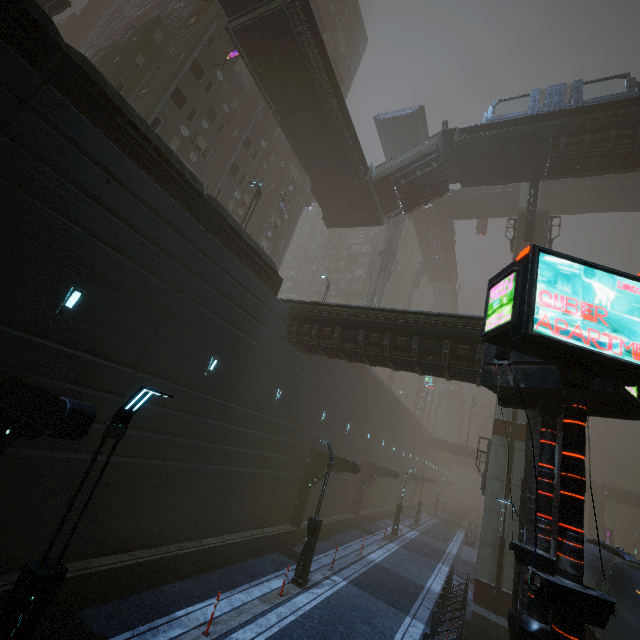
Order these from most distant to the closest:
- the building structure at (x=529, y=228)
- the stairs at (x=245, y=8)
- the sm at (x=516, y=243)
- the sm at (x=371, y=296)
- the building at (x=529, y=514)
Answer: the sm at (x=371, y=296)
the sm at (x=516, y=243)
the building structure at (x=529, y=228)
the stairs at (x=245, y=8)
the building at (x=529, y=514)

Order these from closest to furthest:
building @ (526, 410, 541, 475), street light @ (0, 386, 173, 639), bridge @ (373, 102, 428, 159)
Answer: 1. street light @ (0, 386, 173, 639)
2. building @ (526, 410, 541, 475)
3. bridge @ (373, 102, 428, 159)

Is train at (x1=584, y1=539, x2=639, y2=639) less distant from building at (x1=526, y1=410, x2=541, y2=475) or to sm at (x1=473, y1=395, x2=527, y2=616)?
building at (x1=526, y1=410, x2=541, y2=475)

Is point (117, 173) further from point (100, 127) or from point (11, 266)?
point (11, 266)

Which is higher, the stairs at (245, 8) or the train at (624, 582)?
the stairs at (245, 8)

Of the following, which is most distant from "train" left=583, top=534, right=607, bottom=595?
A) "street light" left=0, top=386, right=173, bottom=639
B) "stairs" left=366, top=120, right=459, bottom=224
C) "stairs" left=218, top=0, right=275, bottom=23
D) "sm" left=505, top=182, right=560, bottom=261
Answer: "stairs" left=366, top=120, right=459, bottom=224

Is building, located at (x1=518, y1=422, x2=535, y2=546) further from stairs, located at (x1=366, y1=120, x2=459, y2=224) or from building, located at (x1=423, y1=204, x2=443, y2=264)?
building, located at (x1=423, y1=204, x2=443, y2=264)

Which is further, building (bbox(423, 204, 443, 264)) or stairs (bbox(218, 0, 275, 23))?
building (bbox(423, 204, 443, 264))
